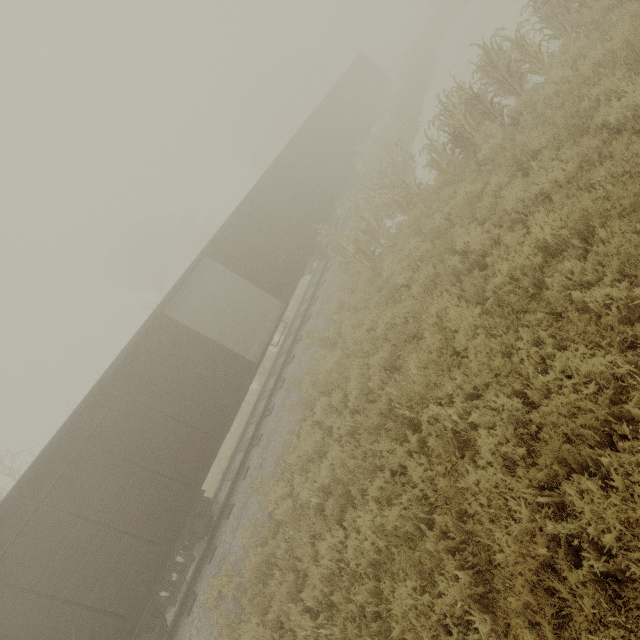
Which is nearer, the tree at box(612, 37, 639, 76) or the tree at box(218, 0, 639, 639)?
the tree at box(218, 0, 639, 639)

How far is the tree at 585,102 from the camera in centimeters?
503cm

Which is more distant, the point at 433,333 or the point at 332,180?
the point at 332,180

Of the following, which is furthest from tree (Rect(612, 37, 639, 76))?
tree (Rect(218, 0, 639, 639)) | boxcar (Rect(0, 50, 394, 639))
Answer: boxcar (Rect(0, 50, 394, 639))

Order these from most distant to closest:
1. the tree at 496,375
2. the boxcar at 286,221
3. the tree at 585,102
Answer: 1. the boxcar at 286,221
2. the tree at 585,102
3. the tree at 496,375

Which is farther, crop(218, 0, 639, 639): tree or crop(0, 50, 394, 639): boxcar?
crop(0, 50, 394, 639): boxcar

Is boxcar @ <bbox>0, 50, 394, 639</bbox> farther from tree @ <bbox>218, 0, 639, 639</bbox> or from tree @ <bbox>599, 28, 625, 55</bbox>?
tree @ <bbox>599, 28, 625, 55</bbox>
